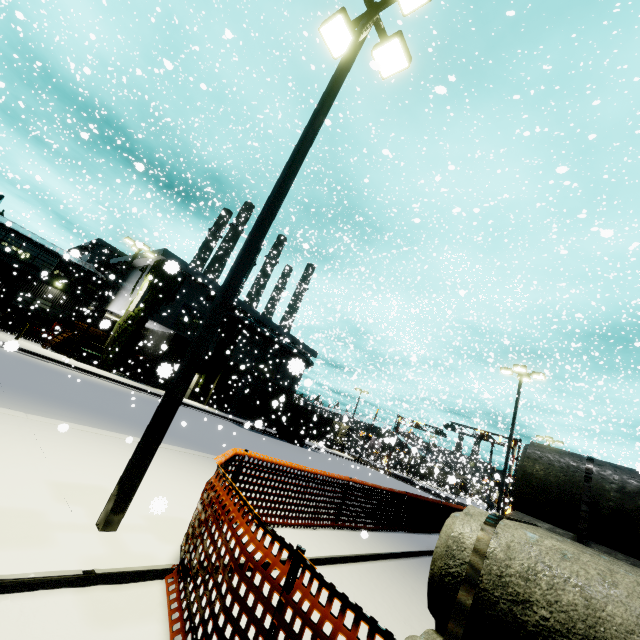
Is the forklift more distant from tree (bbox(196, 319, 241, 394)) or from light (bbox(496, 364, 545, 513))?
light (bbox(496, 364, 545, 513))

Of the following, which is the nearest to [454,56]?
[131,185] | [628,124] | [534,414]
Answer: [628,124]

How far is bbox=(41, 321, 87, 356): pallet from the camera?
23.8 meters

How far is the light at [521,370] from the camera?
18.3m

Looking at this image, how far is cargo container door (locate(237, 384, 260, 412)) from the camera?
27.1 meters

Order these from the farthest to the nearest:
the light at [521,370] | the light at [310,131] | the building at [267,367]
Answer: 1. the building at [267,367]
2. the light at [521,370]
3. the light at [310,131]

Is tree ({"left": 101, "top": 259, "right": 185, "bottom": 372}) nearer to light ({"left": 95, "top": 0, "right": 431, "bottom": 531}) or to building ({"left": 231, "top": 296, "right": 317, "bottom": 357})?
building ({"left": 231, "top": 296, "right": 317, "bottom": 357})

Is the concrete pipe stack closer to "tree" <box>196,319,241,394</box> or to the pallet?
the pallet
